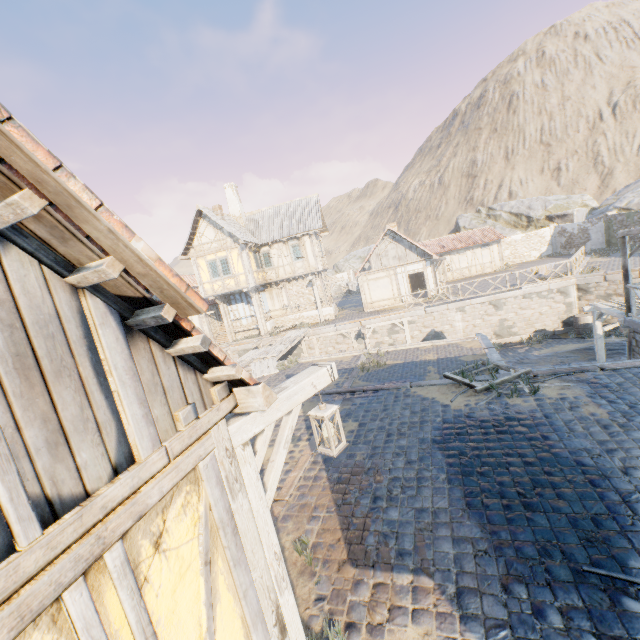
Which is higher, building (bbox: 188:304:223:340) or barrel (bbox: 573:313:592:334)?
building (bbox: 188:304:223:340)

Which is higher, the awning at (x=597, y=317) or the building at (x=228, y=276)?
the building at (x=228, y=276)

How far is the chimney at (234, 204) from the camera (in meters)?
25.89

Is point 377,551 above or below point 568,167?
below

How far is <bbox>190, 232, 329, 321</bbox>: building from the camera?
22.7m

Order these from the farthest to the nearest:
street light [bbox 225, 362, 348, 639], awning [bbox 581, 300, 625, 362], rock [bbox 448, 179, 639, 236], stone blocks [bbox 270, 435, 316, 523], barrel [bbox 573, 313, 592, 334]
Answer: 1. rock [bbox 448, 179, 639, 236]
2. barrel [bbox 573, 313, 592, 334]
3. awning [bbox 581, 300, 625, 362]
4. stone blocks [bbox 270, 435, 316, 523]
5. street light [bbox 225, 362, 348, 639]

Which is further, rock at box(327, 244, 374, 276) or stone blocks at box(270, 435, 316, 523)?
rock at box(327, 244, 374, 276)

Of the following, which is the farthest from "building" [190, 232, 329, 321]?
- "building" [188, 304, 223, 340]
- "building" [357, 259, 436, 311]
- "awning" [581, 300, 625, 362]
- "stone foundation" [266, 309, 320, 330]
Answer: "awning" [581, 300, 625, 362]
